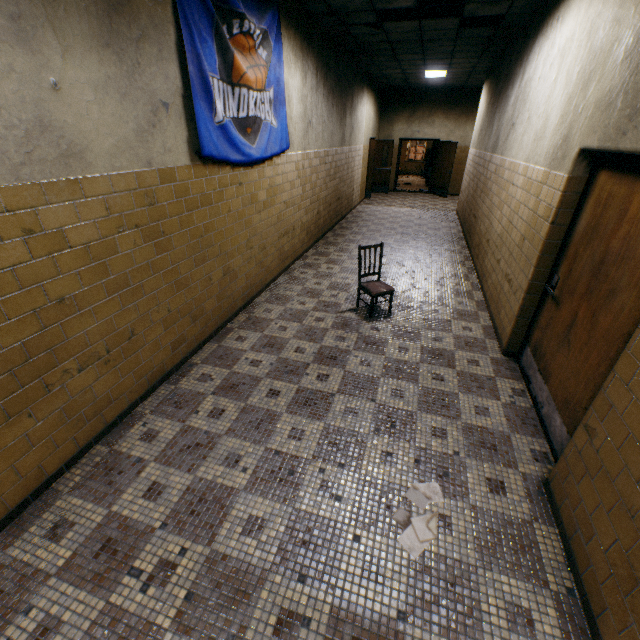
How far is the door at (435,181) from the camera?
13.09m

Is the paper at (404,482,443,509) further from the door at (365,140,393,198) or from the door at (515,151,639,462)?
the door at (365,140,393,198)

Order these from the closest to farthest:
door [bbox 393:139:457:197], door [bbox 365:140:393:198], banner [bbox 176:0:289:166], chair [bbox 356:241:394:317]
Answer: banner [bbox 176:0:289:166]
chair [bbox 356:241:394:317]
door [bbox 365:140:393:198]
door [bbox 393:139:457:197]

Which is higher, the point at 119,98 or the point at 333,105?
the point at 333,105

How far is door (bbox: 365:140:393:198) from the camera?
12.55m

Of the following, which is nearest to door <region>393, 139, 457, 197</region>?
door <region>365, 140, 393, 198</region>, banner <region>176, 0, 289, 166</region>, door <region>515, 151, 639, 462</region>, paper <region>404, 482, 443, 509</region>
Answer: door <region>365, 140, 393, 198</region>

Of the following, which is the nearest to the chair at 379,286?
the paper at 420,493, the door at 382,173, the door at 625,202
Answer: the door at 625,202

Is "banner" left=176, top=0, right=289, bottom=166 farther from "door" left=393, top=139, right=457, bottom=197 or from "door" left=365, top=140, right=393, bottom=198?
"door" left=393, top=139, right=457, bottom=197
